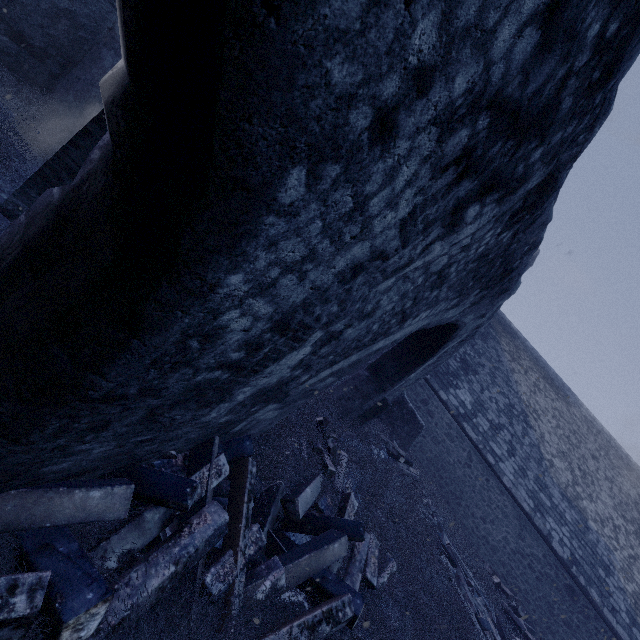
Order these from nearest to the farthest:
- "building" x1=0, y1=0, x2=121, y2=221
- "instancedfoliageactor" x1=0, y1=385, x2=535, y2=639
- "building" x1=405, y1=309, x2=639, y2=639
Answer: "instancedfoliageactor" x1=0, y1=385, x2=535, y2=639 < "building" x1=0, y1=0, x2=121, y2=221 < "building" x1=405, y1=309, x2=639, y2=639

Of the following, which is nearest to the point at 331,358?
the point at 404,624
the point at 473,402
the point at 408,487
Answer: the point at 404,624

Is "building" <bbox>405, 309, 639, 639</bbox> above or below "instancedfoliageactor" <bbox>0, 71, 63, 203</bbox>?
above

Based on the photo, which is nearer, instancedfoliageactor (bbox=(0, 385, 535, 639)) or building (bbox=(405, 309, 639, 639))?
instancedfoliageactor (bbox=(0, 385, 535, 639))

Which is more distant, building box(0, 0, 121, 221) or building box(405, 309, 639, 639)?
building box(405, 309, 639, 639)

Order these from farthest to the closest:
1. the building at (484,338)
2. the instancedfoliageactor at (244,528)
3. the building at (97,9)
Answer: the building at (484,338), the building at (97,9), the instancedfoliageactor at (244,528)

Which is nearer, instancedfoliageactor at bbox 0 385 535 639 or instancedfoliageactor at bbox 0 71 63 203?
instancedfoliageactor at bbox 0 385 535 639

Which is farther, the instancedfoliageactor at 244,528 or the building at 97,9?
the building at 97,9
